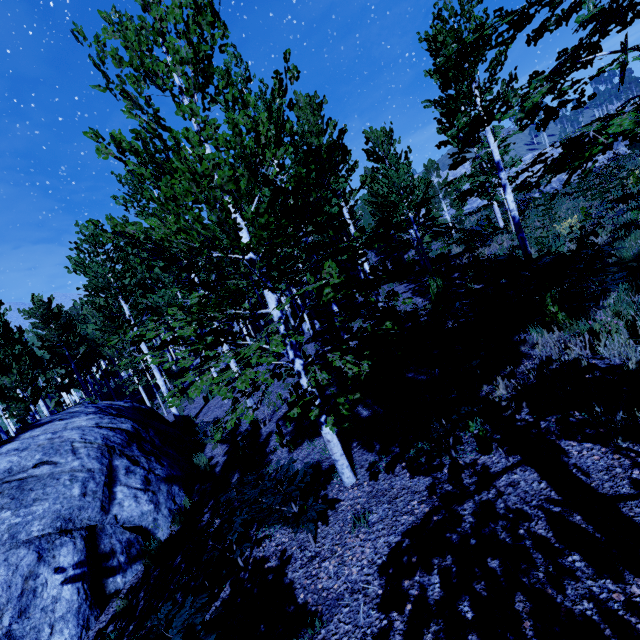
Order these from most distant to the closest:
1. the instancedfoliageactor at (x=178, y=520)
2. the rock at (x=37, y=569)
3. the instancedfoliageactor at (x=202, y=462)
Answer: the instancedfoliageactor at (x=202, y=462), the rock at (x=37, y=569), the instancedfoliageactor at (x=178, y=520)

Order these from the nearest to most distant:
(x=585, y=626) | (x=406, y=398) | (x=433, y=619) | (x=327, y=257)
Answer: (x=585, y=626)
(x=433, y=619)
(x=327, y=257)
(x=406, y=398)

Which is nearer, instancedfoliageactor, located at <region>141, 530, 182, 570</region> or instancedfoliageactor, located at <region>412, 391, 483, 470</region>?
instancedfoliageactor, located at <region>412, 391, 483, 470</region>

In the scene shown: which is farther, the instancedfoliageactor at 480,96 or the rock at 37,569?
the rock at 37,569

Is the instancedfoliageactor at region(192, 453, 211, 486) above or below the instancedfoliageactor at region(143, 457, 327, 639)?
below

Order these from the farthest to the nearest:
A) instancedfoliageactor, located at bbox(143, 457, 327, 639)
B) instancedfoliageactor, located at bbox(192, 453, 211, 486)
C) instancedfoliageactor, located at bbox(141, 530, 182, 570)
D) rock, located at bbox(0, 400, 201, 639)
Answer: instancedfoliageactor, located at bbox(192, 453, 211, 486) → instancedfoliageactor, located at bbox(141, 530, 182, 570) → rock, located at bbox(0, 400, 201, 639) → instancedfoliageactor, located at bbox(143, 457, 327, 639)

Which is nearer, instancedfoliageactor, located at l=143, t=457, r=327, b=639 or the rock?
instancedfoliageactor, located at l=143, t=457, r=327, b=639
